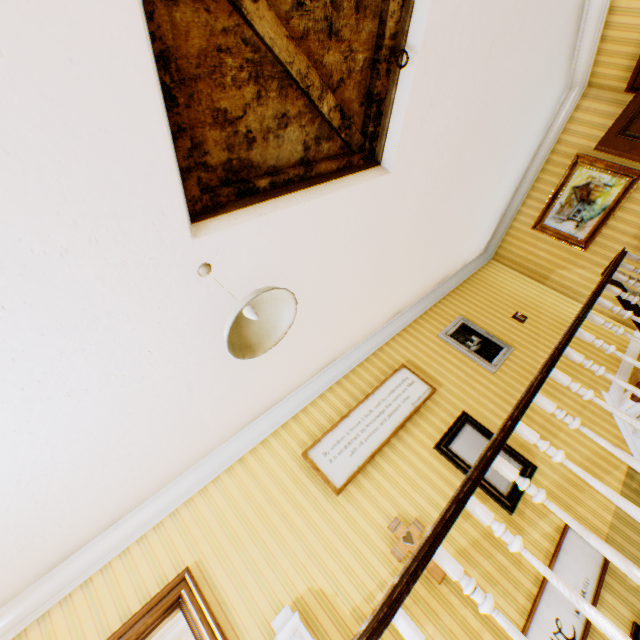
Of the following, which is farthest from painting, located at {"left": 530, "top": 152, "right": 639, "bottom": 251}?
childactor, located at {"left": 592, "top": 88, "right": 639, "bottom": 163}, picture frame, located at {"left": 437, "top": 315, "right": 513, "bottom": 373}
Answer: picture frame, located at {"left": 437, "top": 315, "right": 513, "bottom": 373}

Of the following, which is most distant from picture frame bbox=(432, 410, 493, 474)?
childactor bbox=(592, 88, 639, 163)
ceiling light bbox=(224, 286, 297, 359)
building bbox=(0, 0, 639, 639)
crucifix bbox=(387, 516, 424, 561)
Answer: childactor bbox=(592, 88, 639, 163)

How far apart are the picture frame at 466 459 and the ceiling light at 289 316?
2.9m

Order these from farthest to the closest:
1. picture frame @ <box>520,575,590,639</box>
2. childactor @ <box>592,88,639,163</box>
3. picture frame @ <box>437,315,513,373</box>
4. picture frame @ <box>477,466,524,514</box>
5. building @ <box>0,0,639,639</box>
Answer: picture frame @ <box>437,315,513,373</box> → childactor @ <box>592,88,639,163</box> → picture frame @ <box>477,466,524,514</box> → picture frame @ <box>520,575,590,639</box> → building @ <box>0,0,639,639</box>

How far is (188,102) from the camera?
1.7 meters

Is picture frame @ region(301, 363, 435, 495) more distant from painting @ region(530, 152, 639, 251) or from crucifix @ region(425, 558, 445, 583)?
painting @ region(530, 152, 639, 251)

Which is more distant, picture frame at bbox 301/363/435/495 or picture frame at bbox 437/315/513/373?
picture frame at bbox 437/315/513/373

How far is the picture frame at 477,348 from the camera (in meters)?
5.01
